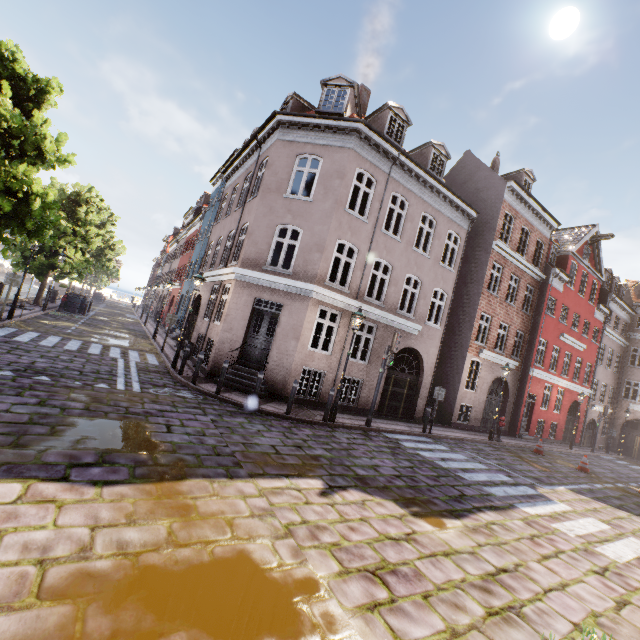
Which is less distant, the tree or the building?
the tree

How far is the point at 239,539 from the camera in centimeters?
379cm

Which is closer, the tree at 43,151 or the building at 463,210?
the tree at 43,151
